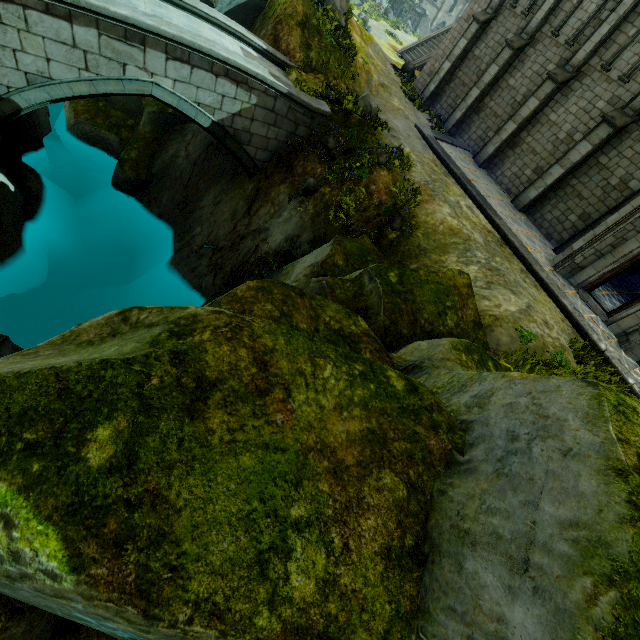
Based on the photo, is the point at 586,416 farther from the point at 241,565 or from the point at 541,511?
the point at 241,565

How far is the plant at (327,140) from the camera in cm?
1233

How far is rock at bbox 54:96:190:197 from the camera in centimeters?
1541cm

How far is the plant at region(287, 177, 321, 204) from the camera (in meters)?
11.95

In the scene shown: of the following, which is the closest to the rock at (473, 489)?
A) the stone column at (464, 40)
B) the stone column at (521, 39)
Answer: the stone column at (521, 39)

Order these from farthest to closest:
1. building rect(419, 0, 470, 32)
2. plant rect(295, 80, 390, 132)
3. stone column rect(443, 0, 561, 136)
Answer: building rect(419, 0, 470, 32) → stone column rect(443, 0, 561, 136) → plant rect(295, 80, 390, 132)

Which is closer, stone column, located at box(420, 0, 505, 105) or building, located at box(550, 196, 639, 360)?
building, located at box(550, 196, 639, 360)

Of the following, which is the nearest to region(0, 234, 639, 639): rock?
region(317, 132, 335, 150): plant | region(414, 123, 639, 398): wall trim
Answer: region(317, 132, 335, 150): plant
